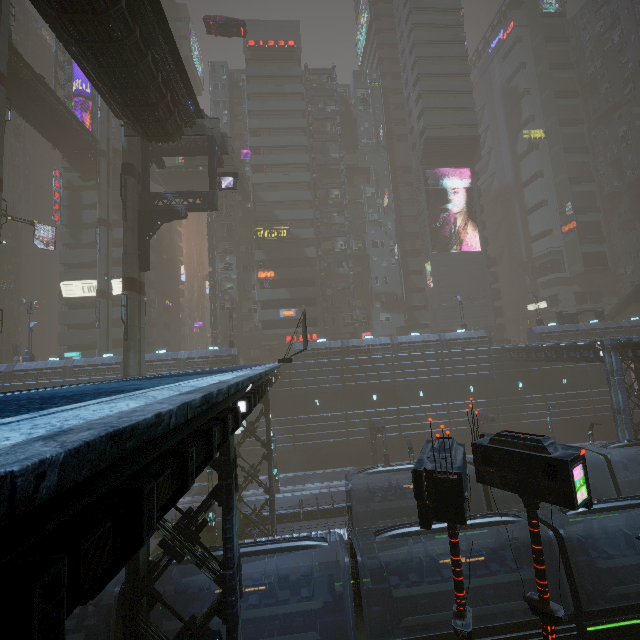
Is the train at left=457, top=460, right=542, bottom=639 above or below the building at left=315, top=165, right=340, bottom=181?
below

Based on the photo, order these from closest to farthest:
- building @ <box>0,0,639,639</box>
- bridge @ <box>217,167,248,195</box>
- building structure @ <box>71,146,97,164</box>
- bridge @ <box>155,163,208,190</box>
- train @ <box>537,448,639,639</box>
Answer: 1. building @ <box>0,0,639,639</box>
2. train @ <box>537,448,639,639</box>
3. building structure @ <box>71,146,97,164</box>
4. bridge @ <box>155,163,208,190</box>
5. bridge @ <box>217,167,248,195</box>

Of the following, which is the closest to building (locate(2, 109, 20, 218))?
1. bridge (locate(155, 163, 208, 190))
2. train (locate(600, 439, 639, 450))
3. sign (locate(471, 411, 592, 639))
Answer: bridge (locate(155, 163, 208, 190))

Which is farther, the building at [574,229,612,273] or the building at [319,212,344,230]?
the building at [574,229,612,273]

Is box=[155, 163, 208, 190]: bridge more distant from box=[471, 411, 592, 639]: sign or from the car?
box=[471, 411, 592, 639]: sign

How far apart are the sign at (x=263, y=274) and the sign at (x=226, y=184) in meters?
20.2

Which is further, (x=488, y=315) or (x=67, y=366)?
(x=488, y=315)

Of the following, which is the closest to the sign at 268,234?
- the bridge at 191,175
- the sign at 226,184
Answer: the bridge at 191,175
